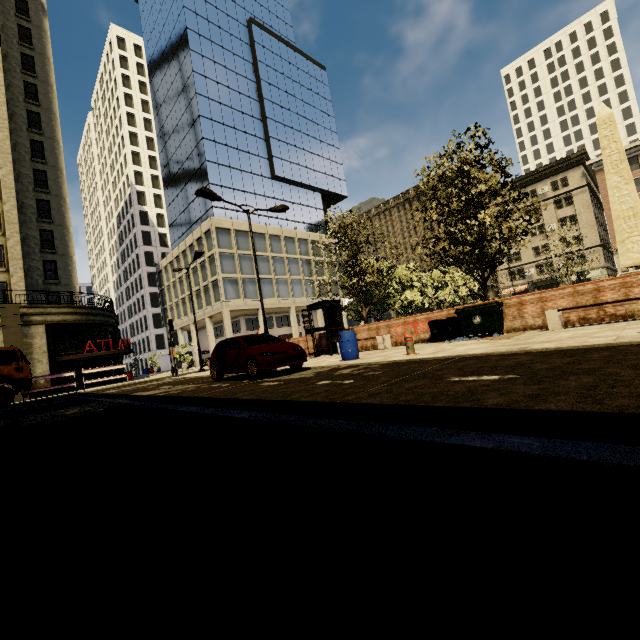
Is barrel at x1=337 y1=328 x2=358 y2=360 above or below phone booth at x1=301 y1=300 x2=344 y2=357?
below

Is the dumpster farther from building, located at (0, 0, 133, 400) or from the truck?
the truck

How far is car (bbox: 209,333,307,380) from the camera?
9.3m

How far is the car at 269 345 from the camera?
9.29m

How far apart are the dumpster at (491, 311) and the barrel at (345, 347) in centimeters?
362cm

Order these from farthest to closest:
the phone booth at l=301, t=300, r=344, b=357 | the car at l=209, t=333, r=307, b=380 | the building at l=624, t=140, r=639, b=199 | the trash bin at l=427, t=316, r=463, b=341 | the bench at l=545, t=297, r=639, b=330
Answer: the building at l=624, t=140, r=639, b=199 → the phone booth at l=301, t=300, r=344, b=357 → the trash bin at l=427, t=316, r=463, b=341 → the car at l=209, t=333, r=307, b=380 → the bench at l=545, t=297, r=639, b=330

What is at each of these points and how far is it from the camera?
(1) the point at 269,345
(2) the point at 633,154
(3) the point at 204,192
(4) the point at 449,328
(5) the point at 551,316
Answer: (1) car, 9.8m
(2) building, 42.8m
(3) street light, 13.6m
(4) trash bin, 12.0m
(5) bench, 9.3m

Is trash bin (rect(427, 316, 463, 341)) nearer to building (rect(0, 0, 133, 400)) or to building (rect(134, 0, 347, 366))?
building (rect(0, 0, 133, 400))
